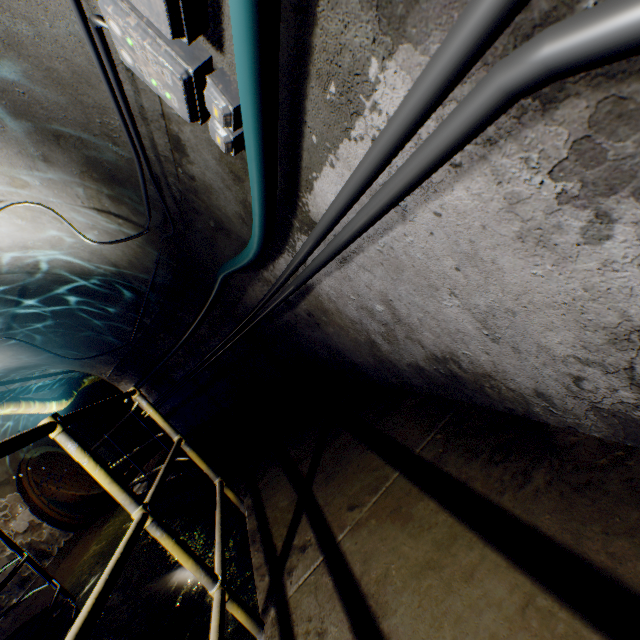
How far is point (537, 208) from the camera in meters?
0.7 m

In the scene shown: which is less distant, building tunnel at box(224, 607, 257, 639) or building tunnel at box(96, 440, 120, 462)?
building tunnel at box(224, 607, 257, 639)

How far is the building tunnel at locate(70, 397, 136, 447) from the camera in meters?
13.4

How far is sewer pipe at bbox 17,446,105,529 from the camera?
9.17m

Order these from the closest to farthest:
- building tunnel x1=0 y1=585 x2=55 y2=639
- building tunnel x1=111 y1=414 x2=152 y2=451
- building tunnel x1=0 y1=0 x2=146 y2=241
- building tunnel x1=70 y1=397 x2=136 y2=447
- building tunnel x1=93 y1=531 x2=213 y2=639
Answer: building tunnel x1=0 y1=0 x2=146 y2=241 < building tunnel x1=93 y1=531 x2=213 y2=639 < building tunnel x1=0 y1=585 x2=55 y2=639 < building tunnel x1=70 y1=397 x2=136 y2=447 < building tunnel x1=111 y1=414 x2=152 y2=451

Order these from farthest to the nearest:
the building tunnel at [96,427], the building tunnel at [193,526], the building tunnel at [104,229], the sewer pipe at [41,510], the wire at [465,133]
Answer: the building tunnel at [96,427], the sewer pipe at [41,510], the building tunnel at [193,526], the building tunnel at [104,229], the wire at [465,133]

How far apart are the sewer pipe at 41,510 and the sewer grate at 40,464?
0.0m
